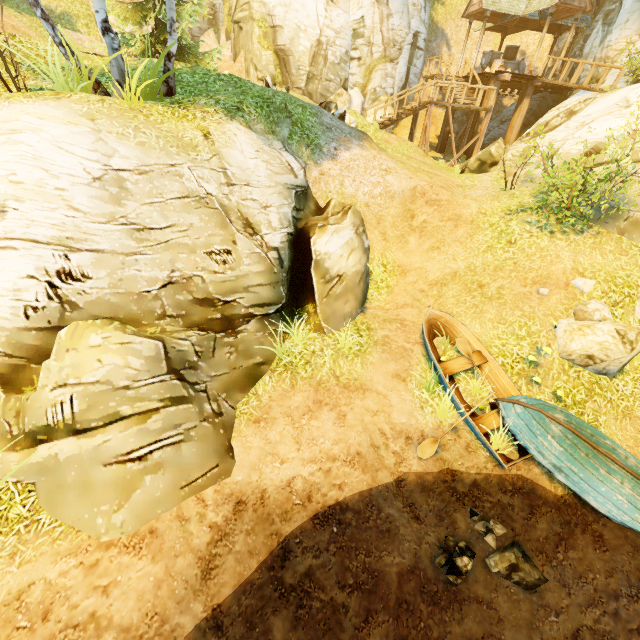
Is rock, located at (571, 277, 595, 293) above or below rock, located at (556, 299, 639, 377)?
above

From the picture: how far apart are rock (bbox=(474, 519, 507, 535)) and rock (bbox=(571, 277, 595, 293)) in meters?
6.1 m

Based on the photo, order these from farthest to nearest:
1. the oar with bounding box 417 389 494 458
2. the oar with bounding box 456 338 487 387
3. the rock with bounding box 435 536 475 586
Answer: the oar with bounding box 456 338 487 387 < the oar with bounding box 417 389 494 458 < the rock with bounding box 435 536 475 586

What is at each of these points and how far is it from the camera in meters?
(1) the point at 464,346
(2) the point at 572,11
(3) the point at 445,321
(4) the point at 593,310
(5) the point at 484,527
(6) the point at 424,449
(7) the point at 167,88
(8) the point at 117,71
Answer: (1) oar, 8.1
(2) building, 17.1
(3) boat, 8.6
(4) rock, 7.7
(5) rock, 5.9
(6) oar, 6.8
(7) tree, 8.2
(8) tree, 7.1

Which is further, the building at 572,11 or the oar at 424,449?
the building at 572,11

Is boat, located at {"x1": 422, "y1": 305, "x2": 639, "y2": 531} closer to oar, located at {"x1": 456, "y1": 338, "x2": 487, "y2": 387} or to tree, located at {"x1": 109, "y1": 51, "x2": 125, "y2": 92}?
oar, located at {"x1": 456, "y1": 338, "x2": 487, "y2": 387}

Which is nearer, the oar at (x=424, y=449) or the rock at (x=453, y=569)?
the rock at (x=453, y=569)

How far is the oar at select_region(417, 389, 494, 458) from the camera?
6.7 meters
